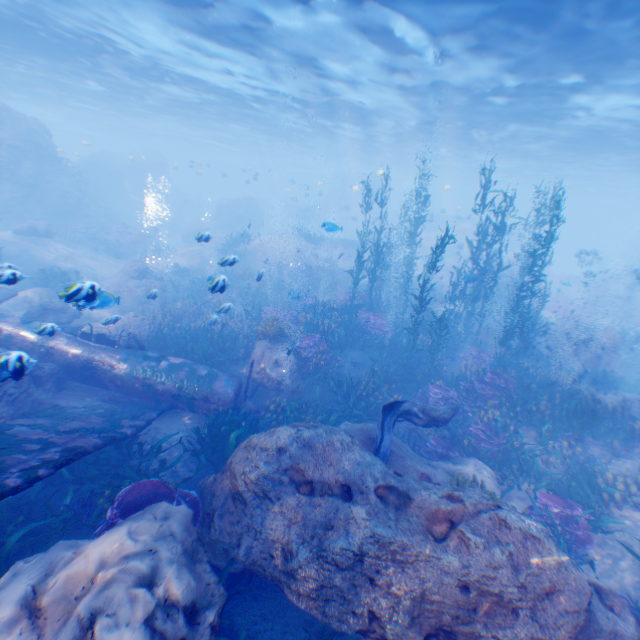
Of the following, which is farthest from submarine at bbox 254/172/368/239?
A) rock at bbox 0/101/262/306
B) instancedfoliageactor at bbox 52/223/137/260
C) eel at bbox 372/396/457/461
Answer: instancedfoliageactor at bbox 52/223/137/260

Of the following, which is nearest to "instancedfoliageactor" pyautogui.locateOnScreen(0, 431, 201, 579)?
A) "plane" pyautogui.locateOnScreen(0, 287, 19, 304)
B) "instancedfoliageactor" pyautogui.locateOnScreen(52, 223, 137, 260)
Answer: "plane" pyautogui.locateOnScreen(0, 287, 19, 304)

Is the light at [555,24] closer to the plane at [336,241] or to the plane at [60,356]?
the plane at [336,241]

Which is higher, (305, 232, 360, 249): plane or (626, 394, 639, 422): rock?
(305, 232, 360, 249): plane

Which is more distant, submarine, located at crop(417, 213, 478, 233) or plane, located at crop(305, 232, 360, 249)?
plane, located at crop(305, 232, 360, 249)

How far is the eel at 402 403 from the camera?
7.2 meters

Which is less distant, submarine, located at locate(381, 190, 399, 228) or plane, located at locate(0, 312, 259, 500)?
plane, located at locate(0, 312, 259, 500)

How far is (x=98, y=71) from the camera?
21.6m
